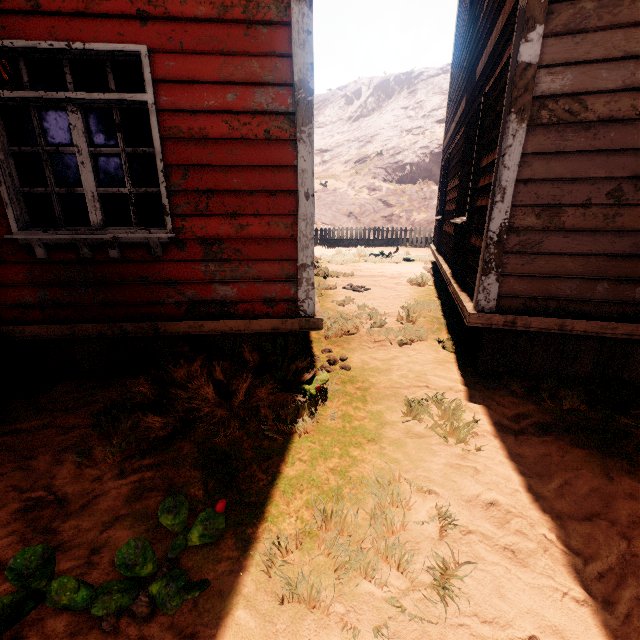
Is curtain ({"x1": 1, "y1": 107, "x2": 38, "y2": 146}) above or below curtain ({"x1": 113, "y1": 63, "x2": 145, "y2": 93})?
below

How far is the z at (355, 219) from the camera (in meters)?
21.55

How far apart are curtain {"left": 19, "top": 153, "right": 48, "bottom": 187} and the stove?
8.2 meters

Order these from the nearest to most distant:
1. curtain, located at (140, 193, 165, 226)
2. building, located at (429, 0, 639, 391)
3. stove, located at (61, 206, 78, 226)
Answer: building, located at (429, 0, 639, 391), curtain, located at (140, 193, 165, 226), stove, located at (61, 206, 78, 226)

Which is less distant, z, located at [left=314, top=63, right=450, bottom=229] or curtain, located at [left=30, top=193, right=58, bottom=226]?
curtain, located at [left=30, top=193, right=58, bottom=226]

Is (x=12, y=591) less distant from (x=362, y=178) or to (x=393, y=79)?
(x=362, y=178)

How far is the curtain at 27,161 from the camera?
2.9 meters
